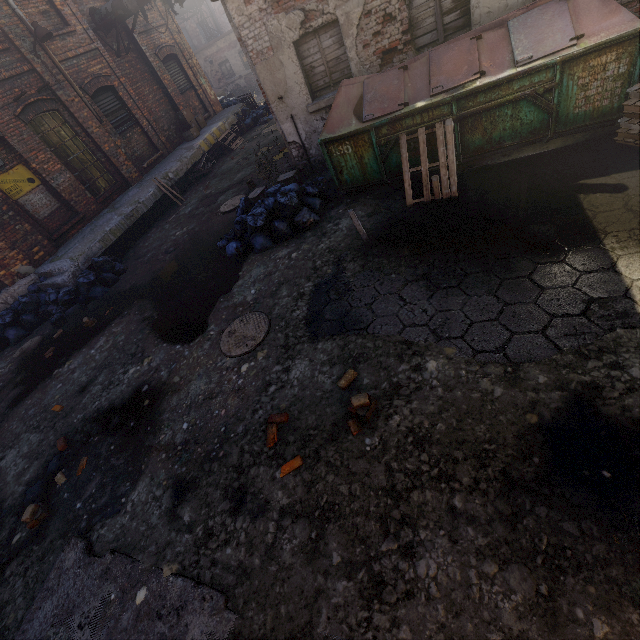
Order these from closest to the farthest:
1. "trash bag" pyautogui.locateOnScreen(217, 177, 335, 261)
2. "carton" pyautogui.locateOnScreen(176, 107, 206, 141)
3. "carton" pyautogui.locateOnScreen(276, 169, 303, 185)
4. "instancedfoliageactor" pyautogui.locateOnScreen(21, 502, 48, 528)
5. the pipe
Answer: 1. "instancedfoliageactor" pyautogui.locateOnScreen(21, 502, 48, 528)
2. "trash bag" pyautogui.locateOnScreen(217, 177, 335, 261)
3. "carton" pyautogui.locateOnScreen(276, 169, 303, 185)
4. the pipe
5. "carton" pyautogui.locateOnScreen(176, 107, 206, 141)

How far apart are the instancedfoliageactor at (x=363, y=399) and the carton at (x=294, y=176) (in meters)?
6.20

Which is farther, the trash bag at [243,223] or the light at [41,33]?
the light at [41,33]

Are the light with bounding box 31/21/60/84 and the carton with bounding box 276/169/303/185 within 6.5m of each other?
no

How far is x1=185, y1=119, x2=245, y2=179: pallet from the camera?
13.1m

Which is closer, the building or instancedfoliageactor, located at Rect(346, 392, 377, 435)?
instancedfoliageactor, located at Rect(346, 392, 377, 435)

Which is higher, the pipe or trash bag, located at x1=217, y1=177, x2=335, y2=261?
the pipe

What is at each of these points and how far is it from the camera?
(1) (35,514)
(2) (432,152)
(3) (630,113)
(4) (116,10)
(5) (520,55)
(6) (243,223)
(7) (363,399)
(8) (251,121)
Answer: (1) instancedfoliageactor, 4.1m
(2) trash container, 5.6m
(3) pallet, 4.3m
(4) pipe, 10.7m
(5) trash container, 4.5m
(6) trash bag, 6.8m
(7) instancedfoliageactor, 3.2m
(8) trash bag, 16.0m
